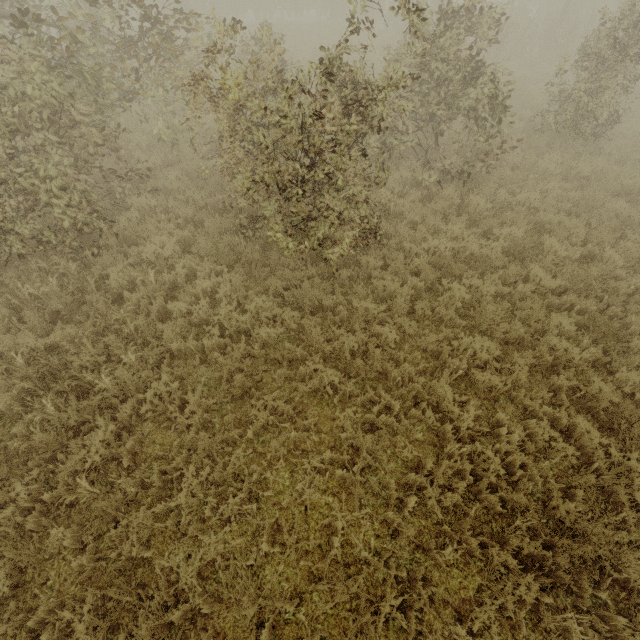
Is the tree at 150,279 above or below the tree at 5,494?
above

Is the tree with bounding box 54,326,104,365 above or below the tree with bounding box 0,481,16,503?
above

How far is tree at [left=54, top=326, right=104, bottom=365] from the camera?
4.96m

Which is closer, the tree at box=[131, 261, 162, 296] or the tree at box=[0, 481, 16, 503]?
the tree at box=[0, 481, 16, 503]

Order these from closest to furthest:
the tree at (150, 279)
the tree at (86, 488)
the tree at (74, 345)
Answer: the tree at (86, 488)
the tree at (74, 345)
the tree at (150, 279)

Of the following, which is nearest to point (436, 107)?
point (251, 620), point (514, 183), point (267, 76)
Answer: point (514, 183)
